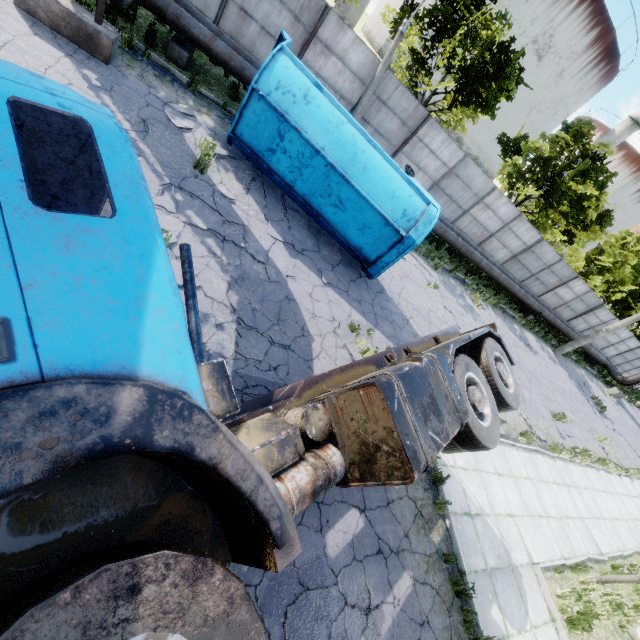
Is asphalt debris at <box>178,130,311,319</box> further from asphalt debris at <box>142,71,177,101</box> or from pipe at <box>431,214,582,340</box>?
pipe at <box>431,214,582,340</box>

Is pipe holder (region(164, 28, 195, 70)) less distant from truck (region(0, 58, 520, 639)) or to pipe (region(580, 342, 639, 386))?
pipe (region(580, 342, 639, 386))

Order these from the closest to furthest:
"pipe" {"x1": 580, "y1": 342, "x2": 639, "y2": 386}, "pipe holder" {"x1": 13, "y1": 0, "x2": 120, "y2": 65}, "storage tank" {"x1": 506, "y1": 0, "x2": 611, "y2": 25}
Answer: "pipe holder" {"x1": 13, "y1": 0, "x2": 120, "y2": 65} < "pipe" {"x1": 580, "y1": 342, "x2": 639, "y2": 386} < "storage tank" {"x1": 506, "y1": 0, "x2": 611, "y2": 25}

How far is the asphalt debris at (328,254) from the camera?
9.4m

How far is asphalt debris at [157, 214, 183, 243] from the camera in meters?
6.0

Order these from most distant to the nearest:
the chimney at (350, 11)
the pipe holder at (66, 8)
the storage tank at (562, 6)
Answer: the storage tank at (562, 6) → the chimney at (350, 11) → the pipe holder at (66, 8)

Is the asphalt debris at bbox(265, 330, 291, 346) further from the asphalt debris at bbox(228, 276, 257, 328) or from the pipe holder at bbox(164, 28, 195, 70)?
the pipe holder at bbox(164, 28, 195, 70)

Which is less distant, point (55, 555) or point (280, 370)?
point (55, 555)
